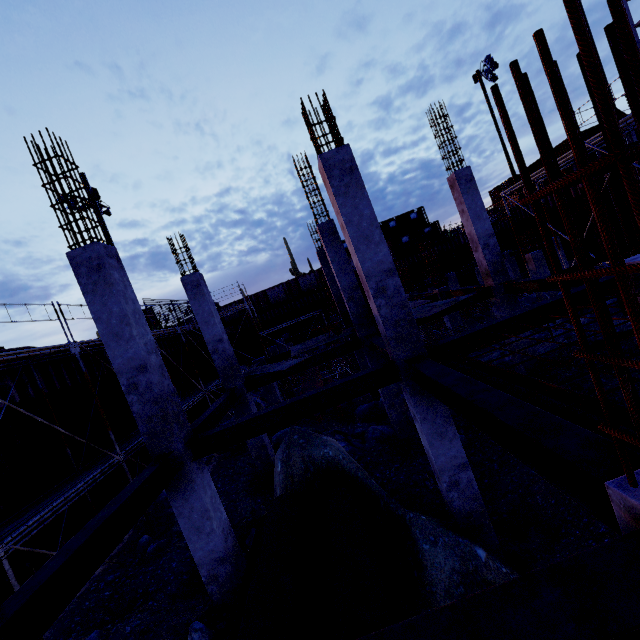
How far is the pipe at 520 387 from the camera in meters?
7.4

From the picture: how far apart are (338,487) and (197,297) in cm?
753

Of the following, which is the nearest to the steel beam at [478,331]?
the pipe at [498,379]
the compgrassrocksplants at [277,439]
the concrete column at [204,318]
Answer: the pipe at [498,379]

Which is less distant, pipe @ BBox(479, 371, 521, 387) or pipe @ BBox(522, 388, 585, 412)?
pipe @ BBox(522, 388, 585, 412)

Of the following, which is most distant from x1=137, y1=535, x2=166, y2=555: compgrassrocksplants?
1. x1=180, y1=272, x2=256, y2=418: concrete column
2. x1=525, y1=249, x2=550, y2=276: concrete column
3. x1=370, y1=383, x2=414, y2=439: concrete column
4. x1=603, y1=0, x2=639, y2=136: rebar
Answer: x1=525, y1=249, x2=550, y2=276: concrete column

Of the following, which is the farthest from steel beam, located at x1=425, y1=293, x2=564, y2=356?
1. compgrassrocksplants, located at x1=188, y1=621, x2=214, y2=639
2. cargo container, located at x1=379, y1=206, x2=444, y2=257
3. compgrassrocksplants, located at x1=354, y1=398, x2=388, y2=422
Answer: cargo container, located at x1=379, y1=206, x2=444, y2=257

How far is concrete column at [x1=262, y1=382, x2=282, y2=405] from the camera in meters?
16.1 m

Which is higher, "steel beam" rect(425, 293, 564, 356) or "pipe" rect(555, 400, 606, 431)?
"steel beam" rect(425, 293, 564, 356)
